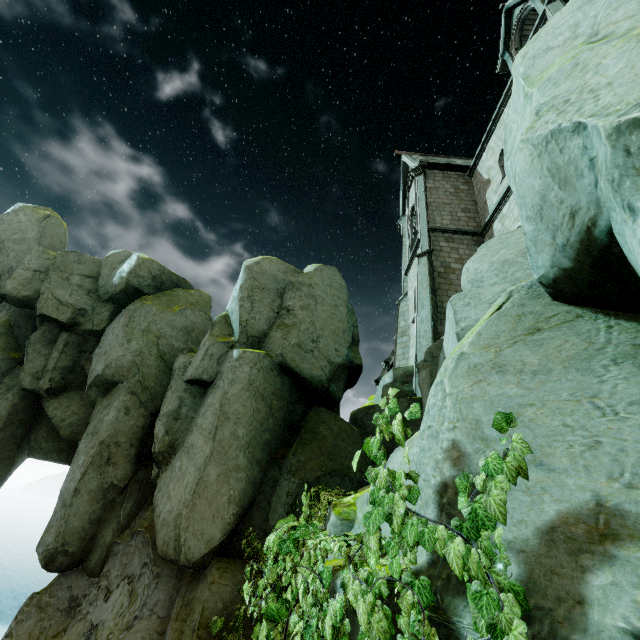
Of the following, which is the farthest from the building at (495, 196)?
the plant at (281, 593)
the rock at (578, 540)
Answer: the plant at (281, 593)

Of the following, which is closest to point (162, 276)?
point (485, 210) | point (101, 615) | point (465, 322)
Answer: point (101, 615)

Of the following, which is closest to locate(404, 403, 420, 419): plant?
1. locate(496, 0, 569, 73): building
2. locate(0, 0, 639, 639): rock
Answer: locate(0, 0, 639, 639): rock

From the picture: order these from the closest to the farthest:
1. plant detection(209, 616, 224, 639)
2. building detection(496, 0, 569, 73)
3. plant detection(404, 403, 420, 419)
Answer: plant detection(404, 403, 420, 419) < plant detection(209, 616, 224, 639) < building detection(496, 0, 569, 73)

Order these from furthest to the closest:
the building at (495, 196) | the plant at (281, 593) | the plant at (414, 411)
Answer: the building at (495, 196)
the plant at (414, 411)
the plant at (281, 593)

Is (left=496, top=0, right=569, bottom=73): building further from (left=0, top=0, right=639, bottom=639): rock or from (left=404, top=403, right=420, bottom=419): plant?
(left=404, top=403, right=420, bottom=419): plant

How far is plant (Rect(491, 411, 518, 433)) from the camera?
1.90m
